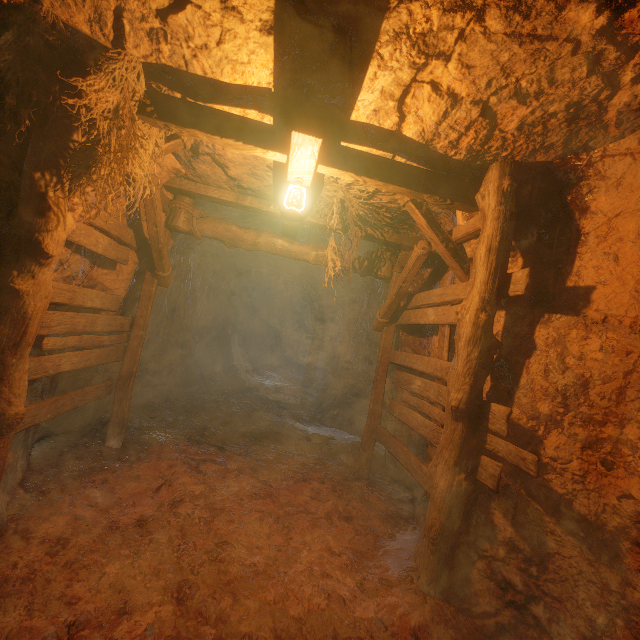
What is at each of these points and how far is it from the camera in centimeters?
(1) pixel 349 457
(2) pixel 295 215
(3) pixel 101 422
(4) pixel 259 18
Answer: (1) instancedfoliageactor, 644cm
(2) lantern, 338cm
(3) instancedfoliageactor, 568cm
(4) z, 233cm

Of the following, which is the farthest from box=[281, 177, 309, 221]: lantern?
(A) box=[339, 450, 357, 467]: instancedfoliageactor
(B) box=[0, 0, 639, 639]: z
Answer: (A) box=[339, 450, 357, 467]: instancedfoliageactor

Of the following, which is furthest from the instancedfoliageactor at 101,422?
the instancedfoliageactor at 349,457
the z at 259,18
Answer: the instancedfoliageactor at 349,457

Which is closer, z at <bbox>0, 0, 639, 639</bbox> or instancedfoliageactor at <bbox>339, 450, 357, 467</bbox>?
z at <bbox>0, 0, 639, 639</bbox>

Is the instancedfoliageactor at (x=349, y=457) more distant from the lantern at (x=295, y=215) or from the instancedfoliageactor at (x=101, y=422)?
the lantern at (x=295, y=215)

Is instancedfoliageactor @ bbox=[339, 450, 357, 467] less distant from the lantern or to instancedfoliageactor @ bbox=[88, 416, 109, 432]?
instancedfoliageactor @ bbox=[88, 416, 109, 432]

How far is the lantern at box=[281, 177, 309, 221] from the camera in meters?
3.4 m

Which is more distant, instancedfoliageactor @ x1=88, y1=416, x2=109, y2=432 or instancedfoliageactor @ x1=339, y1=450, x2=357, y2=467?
instancedfoliageactor @ x1=339, y1=450, x2=357, y2=467
